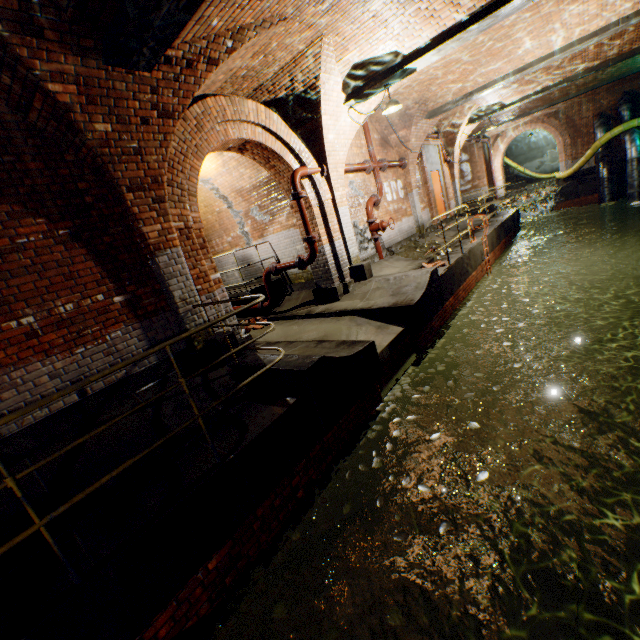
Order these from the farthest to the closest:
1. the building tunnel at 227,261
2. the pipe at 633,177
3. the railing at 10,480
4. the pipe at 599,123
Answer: the pipe at 599,123 < the pipe at 633,177 < the building tunnel at 227,261 < the railing at 10,480

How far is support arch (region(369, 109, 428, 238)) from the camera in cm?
1040

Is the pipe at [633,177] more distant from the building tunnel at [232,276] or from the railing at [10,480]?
the railing at [10,480]

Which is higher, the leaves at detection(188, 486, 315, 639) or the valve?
the valve

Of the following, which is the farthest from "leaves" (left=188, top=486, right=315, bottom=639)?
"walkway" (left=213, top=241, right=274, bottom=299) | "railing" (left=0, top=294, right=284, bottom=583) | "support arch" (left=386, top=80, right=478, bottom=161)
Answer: "support arch" (left=386, top=80, right=478, bottom=161)

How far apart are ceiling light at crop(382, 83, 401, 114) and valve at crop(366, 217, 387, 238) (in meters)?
2.90

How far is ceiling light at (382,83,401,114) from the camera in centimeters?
672cm

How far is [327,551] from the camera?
4.3m
